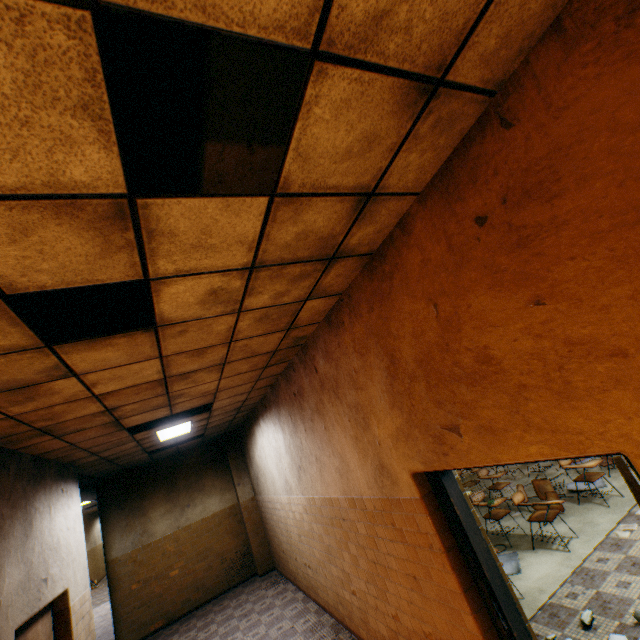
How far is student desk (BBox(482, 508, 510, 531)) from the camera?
5.6 meters

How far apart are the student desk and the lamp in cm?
553

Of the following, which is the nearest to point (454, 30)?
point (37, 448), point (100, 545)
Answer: point (37, 448)

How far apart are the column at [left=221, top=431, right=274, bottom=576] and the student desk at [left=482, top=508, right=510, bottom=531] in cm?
623

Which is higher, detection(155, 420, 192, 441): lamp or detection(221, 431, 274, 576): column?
detection(155, 420, 192, 441): lamp

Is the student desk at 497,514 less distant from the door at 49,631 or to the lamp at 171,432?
the lamp at 171,432

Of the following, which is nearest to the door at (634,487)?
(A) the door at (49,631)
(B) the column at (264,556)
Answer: (A) the door at (49,631)

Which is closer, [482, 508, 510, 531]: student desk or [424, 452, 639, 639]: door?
[424, 452, 639, 639]: door
